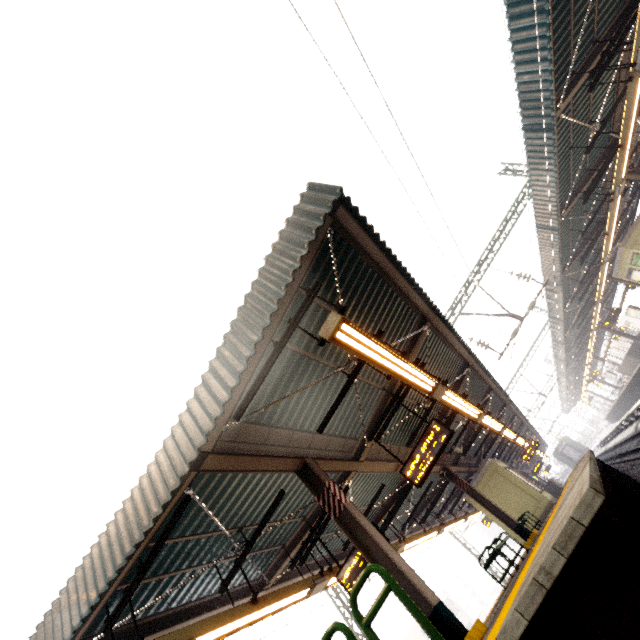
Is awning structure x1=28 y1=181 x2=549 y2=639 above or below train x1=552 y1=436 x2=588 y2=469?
above

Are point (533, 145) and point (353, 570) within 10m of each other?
no

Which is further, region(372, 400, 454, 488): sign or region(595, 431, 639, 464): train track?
region(595, 431, 639, 464): train track

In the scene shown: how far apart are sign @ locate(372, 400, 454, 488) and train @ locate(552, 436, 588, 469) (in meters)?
60.44

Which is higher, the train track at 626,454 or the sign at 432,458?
the sign at 432,458

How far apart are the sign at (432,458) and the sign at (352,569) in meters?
1.3 m

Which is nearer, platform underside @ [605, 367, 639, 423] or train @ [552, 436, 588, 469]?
platform underside @ [605, 367, 639, 423]

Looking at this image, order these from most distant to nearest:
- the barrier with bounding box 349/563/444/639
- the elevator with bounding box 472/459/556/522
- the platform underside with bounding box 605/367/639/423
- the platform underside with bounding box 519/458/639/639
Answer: the platform underside with bounding box 605/367/639/423
the elevator with bounding box 472/459/556/522
the barrier with bounding box 349/563/444/639
the platform underside with bounding box 519/458/639/639
